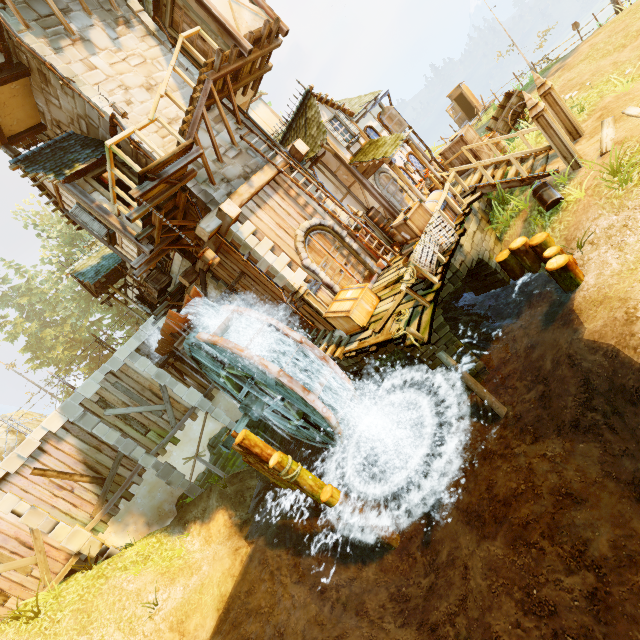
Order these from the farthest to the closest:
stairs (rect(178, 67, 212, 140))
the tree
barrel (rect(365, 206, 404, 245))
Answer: the tree, barrel (rect(365, 206, 404, 245)), stairs (rect(178, 67, 212, 140))

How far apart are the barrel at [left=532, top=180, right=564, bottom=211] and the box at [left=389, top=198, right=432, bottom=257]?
2.64m

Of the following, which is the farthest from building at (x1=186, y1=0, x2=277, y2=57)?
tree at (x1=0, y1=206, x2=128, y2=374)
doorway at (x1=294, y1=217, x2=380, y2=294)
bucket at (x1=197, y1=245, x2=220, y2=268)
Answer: tree at (x1=0, y1=206, x2=128, y2=374)

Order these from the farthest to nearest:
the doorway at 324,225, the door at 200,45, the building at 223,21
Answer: the doorway at 324,225
the door at 200,45
the building at 223,21

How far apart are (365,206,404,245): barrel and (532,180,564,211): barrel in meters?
3.9

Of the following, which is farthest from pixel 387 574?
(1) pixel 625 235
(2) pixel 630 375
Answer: (1) pixel 625 235

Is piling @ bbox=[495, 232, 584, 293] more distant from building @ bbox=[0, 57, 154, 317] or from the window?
the window

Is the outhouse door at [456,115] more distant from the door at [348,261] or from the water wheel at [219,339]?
the water wheel at [219,339]
